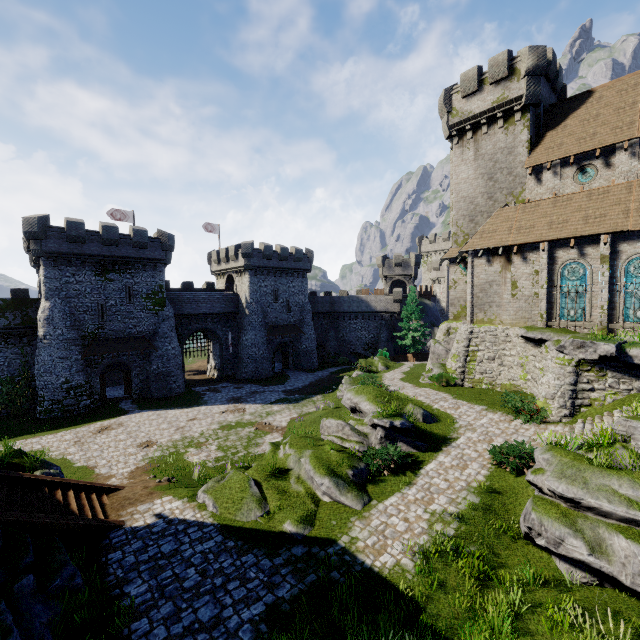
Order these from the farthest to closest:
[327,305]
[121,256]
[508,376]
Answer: [327,305] → [121,256] → [508,376]

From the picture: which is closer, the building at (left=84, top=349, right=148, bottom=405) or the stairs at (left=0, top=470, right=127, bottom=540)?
the stairs at (left=0, top=470, right=127, bottom=540)

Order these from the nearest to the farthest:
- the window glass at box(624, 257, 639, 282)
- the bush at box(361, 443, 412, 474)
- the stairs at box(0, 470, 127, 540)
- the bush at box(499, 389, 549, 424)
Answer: the stairs at box(0, 470, 127, 540), the bush at box(361, 443, 412, 474), the bush at box(499, 389, 549, 424), the window glass at box(624, 257, 639, 282)

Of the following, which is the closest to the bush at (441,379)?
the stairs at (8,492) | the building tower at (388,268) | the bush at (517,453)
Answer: the bush at (517,453)

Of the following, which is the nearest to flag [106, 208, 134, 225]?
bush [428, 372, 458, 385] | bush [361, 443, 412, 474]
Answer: bush [428, 372, 458, 385]

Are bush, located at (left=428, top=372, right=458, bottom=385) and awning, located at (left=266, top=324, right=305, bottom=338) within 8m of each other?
no

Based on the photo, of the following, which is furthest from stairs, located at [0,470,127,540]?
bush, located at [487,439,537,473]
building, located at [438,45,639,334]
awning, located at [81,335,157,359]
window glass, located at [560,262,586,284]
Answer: window glass, located at [560,262,586,284]

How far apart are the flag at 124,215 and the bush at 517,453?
42.1 meters
